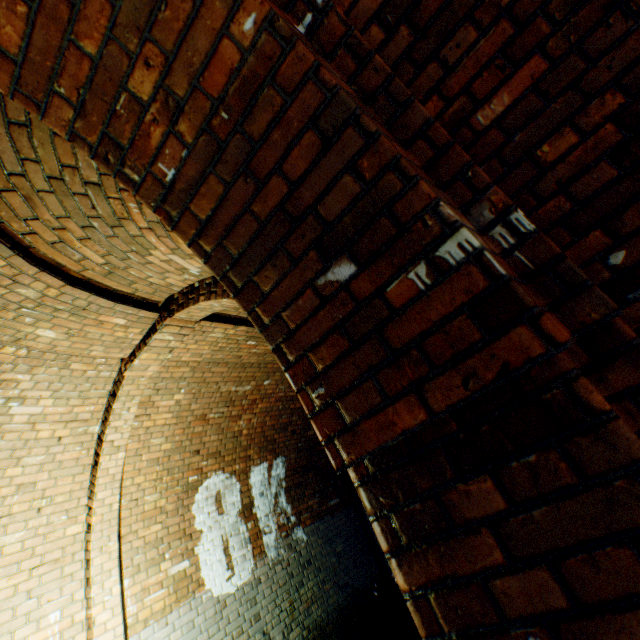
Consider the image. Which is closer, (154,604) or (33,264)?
(33,264)

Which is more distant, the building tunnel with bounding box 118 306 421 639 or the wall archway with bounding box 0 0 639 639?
the building tunnel with bounding box 118 306 421 639

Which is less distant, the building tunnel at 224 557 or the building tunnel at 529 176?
the building tunnel at 529 176

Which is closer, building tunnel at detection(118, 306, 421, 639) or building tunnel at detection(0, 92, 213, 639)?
building tunnel at detection(0, 92, 213, 639)

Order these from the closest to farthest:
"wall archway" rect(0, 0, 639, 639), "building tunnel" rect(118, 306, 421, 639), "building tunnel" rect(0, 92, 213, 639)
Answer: "wall archway" rect(0, 0, 639, 639) → "building tunnel" rect(0, 92, 213, 639) → "building tunnel" rect(118, 306, 421, 639)
